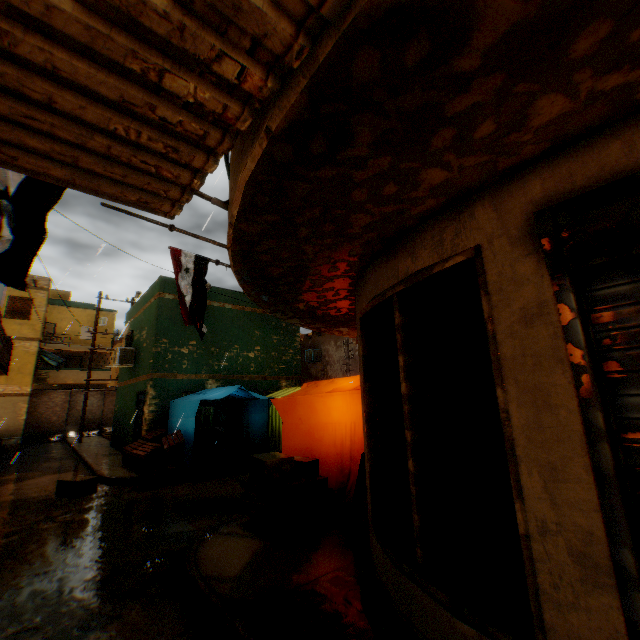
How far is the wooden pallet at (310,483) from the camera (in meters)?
4.88

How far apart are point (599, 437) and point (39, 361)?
27.3m

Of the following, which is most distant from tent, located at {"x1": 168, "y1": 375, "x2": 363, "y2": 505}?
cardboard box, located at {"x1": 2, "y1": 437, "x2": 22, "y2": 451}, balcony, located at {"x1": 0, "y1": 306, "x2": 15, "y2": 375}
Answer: cardboard box, located at {"x1": 2, "y1": 437, "x2": 22, "y2": 451}

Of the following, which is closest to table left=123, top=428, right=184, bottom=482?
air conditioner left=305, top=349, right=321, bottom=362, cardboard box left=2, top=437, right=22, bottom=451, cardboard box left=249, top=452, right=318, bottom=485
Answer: cardboard box left=249, top=452, right=318, bottom=485

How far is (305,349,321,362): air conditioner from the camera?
20.61m

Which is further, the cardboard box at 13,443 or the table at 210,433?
the cardboard box at 13,443

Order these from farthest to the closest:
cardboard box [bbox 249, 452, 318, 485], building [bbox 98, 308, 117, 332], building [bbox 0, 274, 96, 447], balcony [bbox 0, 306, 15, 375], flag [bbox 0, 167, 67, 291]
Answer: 1. building [bbox 98, 308, 117, 332]
2. building [bbox 0, 274, 96, 447]
3. balcony [bbox 0, 306, 15, 375]
4. cardboard box [bbox 249, 452, 318, 485]
5. flag [bbox 0, 167, 67, 291]

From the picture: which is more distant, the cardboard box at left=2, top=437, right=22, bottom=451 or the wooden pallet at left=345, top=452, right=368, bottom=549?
the cardboard box at left=2, top=437, right=22, bottom=451
